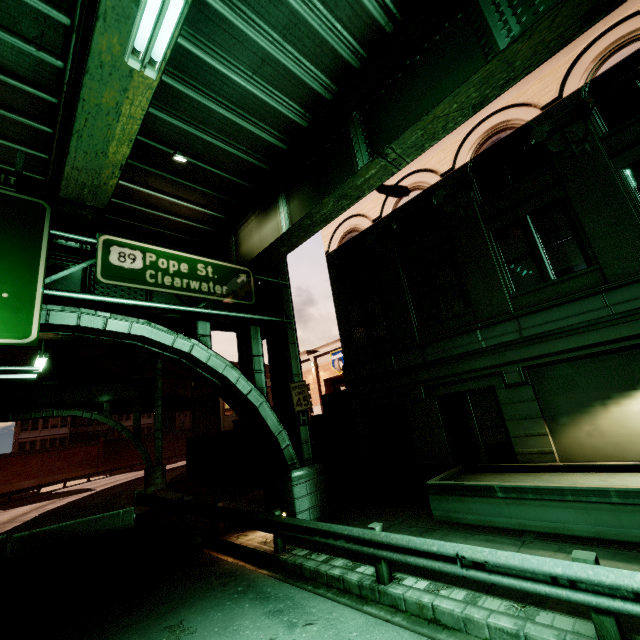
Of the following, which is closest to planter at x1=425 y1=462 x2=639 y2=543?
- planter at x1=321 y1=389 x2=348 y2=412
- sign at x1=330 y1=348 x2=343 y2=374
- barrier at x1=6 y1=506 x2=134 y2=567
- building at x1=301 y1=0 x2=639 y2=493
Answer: building at x1=301 y1=0 x2=639 y2=493

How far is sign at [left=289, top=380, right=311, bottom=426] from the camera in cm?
1184

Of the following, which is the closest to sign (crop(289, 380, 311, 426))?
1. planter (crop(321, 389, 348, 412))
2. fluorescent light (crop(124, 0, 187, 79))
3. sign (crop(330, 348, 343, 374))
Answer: planter (crop(321, 389, 348, 412))

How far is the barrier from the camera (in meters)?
12.01

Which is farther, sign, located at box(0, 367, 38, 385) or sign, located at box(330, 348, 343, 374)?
sign, located at box(330, 348, 343, 374)

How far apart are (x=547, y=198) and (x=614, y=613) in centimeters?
1017cm

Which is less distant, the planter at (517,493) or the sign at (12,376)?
the sign at (12,376)

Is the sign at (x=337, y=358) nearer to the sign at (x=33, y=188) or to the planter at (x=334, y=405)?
the planter at (x=334, y=405)
